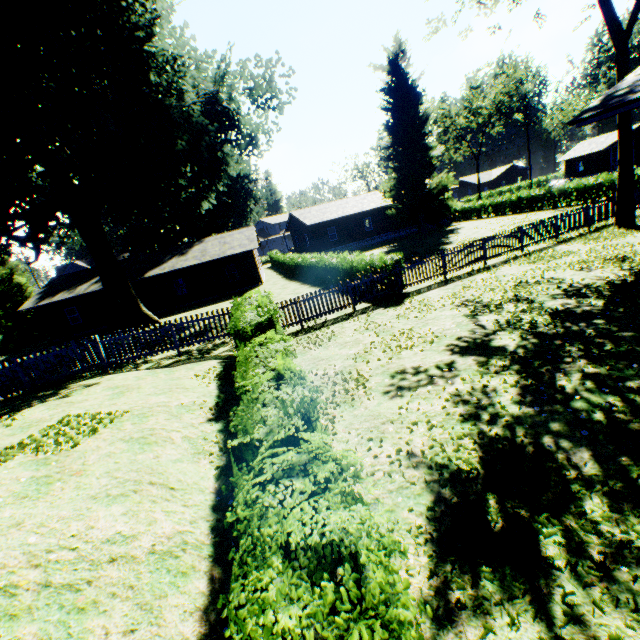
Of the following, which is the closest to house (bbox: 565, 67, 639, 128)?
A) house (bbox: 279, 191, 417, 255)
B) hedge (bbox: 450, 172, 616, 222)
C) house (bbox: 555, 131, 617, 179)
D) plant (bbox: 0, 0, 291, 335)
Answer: plant (bbox: 0, 0, 291, 335)

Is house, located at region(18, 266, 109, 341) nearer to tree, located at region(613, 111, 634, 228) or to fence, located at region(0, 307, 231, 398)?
tree, located at region(613, 111, 634, 228)

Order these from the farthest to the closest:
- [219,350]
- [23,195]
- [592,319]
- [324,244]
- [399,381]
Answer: [324,244] < [23,195] < [219,350] < [592,319] < [399,381]

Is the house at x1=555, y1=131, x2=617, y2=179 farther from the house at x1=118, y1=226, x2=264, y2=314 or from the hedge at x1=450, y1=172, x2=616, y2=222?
the house at x1=118, y1=226, x2=264, y2=314

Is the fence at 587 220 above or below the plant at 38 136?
below

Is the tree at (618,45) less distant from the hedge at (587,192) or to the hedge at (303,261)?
the hedge at (303,261)

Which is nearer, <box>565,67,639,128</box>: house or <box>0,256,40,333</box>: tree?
<box>565,67,639,128</box>: house

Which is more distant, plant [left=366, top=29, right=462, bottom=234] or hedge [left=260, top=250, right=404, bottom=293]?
plant [left=366, top=29, right=462, bottom=234]
